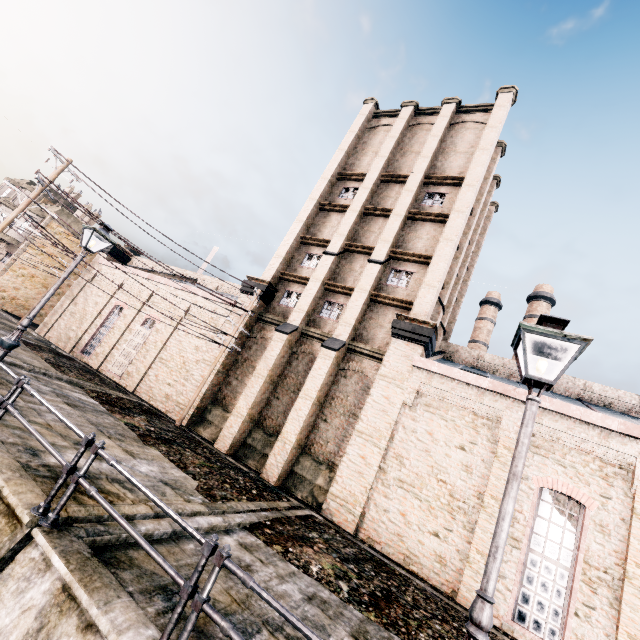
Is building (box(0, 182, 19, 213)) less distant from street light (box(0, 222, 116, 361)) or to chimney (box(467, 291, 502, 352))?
street light (box(0, 222, 116, 361))

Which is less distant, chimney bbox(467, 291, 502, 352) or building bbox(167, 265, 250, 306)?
building bbox(167, 265, 250, 306)

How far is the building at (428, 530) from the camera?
12.9m

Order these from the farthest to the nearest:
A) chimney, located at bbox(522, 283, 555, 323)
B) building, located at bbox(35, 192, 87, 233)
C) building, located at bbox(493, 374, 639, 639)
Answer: chimney, located at bbox(522, 283, 555, 323)
building, located at bbox(35, 192, 87, 233)
building, located at bbox(493, 374, 639, 639)

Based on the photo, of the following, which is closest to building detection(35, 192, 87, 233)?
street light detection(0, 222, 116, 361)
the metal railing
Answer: street light detection(0, 222, 116, 361)

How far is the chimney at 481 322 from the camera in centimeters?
4059cm

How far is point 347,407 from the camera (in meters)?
16.81

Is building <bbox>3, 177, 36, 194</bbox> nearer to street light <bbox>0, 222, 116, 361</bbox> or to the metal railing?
street light <bbox>0, 222, 116, 361</bbox>
